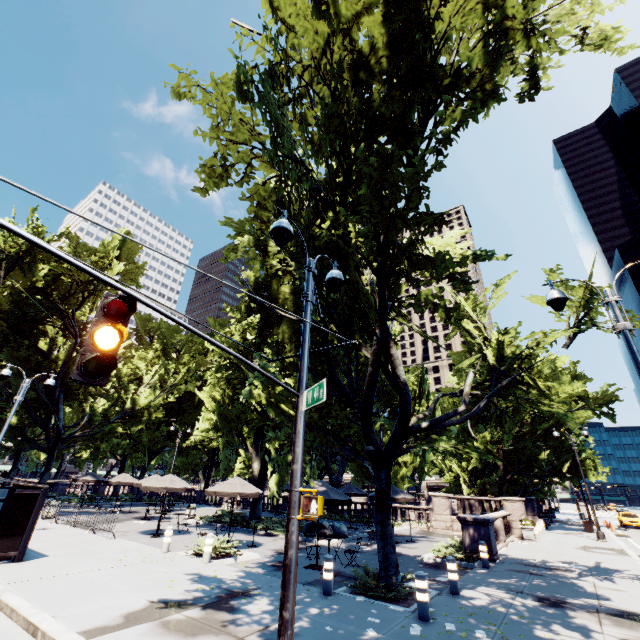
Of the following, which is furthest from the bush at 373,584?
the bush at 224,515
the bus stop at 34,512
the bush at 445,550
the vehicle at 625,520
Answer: the vehicle at 625,520

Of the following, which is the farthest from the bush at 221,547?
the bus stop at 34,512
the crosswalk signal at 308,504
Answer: the crosswalk signal at 308,504

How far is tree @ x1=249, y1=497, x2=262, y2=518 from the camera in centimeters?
2142cm

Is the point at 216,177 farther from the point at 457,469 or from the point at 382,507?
the point at 457,469

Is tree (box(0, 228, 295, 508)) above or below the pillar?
above

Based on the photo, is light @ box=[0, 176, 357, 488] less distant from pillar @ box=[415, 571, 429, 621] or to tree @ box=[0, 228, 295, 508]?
tree @ box=[0, 228, 295, 508]

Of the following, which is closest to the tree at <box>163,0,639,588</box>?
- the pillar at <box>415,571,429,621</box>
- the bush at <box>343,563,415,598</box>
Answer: the bush at <box>343,563,415,598</box>

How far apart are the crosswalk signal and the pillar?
5.3m
